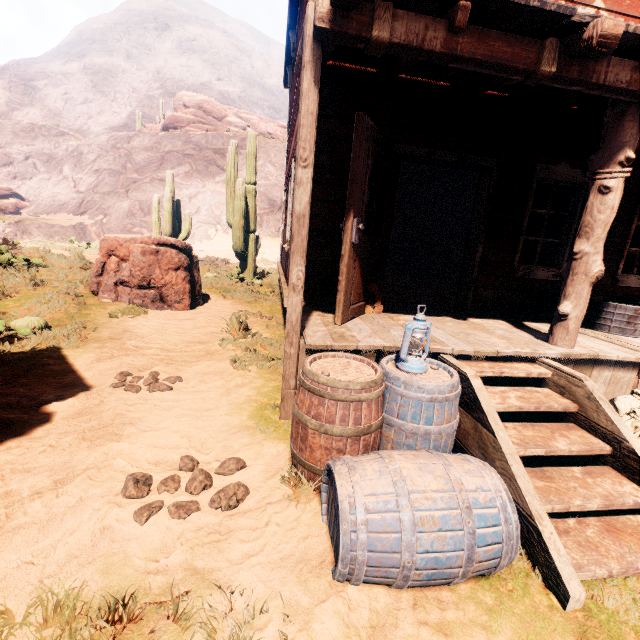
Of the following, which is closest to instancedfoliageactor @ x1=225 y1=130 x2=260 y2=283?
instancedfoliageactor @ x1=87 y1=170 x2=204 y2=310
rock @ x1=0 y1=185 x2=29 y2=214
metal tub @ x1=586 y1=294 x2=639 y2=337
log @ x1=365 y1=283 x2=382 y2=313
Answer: instancedfoliageactor @ x1=87 y1=170 x2=204 y2=310

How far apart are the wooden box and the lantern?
10.58m

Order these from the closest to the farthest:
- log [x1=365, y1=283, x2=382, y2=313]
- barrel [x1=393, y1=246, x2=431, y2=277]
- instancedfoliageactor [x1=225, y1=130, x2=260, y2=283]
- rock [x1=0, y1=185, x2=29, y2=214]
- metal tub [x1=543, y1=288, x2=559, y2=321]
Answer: log [x1=365, y1=283, x2=382, y2=313]
metal tub [x1=543, y1=288, x2=559, y2=321]
instancedfoliageactor [x1=225, y1=130, x2=260, y2=283]
barrel [x1=393, y1=246, x2=431, y2=277]
rock [x1=0, y1=185, x2=29, y2=214]

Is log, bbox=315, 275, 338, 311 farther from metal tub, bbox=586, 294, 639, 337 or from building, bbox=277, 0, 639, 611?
building, bbox=277, 0, 639, 611

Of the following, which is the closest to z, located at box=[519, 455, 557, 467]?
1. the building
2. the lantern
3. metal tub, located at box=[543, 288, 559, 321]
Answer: the building

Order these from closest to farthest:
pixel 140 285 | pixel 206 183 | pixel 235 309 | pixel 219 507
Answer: pixel 219 507
pixel 140 285
pixel 235 309
pixel 206 183

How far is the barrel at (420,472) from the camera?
1.64m

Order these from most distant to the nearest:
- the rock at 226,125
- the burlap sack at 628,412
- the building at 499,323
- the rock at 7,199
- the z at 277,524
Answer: the rock at 226,125, the rock at 7,199, the burlap sack at 628,412, the building at 499,323, the z at 277,524
